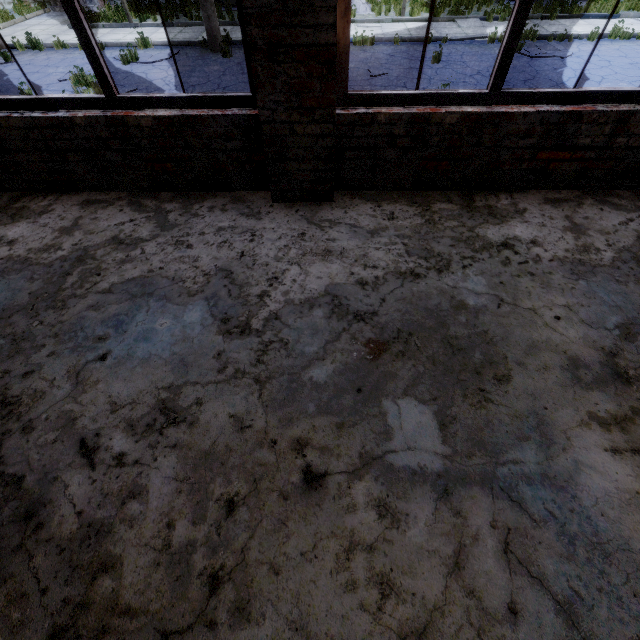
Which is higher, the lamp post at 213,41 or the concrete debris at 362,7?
the lamp post at 213,41

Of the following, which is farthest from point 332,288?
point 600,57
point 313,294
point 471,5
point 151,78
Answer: point 471,5

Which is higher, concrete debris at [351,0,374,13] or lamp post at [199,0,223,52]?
lamp post at [199,0,223,52]

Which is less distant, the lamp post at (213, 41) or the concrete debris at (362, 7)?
the lamp post at (213, 41)

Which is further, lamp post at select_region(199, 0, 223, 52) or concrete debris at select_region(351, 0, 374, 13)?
concrete debris at select_region(351, 0, 374, 13)
